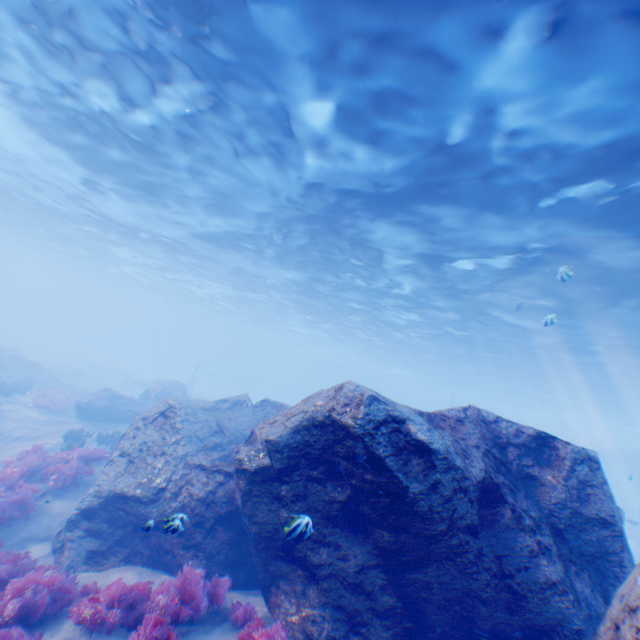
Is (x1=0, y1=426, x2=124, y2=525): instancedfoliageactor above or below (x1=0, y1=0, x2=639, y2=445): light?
below

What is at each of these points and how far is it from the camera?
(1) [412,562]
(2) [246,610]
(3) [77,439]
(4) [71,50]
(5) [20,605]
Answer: (1) rock, 4.7 meters
(2) instancedfoliageactor, 5.3 meters
(3) instancedfoliageactor, 14.5 meters
(4) light, 9.9 meters
(5) instancedfoliageactor, 4.9 meters

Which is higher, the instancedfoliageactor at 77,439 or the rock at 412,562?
the rock at 412,562

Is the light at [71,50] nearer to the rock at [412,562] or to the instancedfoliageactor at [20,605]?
the rock at [412,562]

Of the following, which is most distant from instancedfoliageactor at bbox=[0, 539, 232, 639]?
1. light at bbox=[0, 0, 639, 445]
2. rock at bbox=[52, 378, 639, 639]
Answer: light at bbox=[0, 0, 639, 445]

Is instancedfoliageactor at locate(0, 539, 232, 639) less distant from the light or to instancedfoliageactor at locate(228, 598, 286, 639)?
instancedfoliageactor at locate(228, 598, 286, 639)

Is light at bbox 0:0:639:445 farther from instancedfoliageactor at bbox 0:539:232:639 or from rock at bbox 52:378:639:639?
instancedfoliageactor at bbox 0:539:232:639

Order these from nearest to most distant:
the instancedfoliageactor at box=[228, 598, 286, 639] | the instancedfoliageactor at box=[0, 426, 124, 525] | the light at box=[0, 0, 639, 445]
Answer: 1. the instancedfoliageactor at box=[228, 598, 286, 639]
2. the light at box=[0, 0, 639, 445]
3. the instancedfoliageactor at box=[0, 426, 124, 525]
